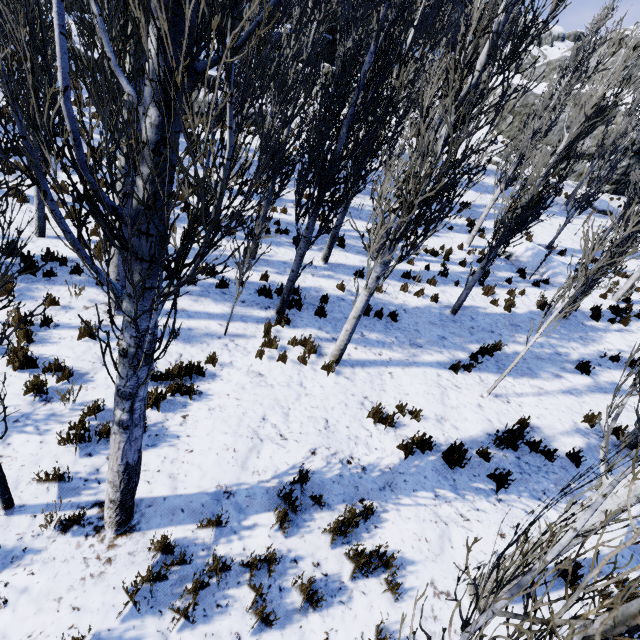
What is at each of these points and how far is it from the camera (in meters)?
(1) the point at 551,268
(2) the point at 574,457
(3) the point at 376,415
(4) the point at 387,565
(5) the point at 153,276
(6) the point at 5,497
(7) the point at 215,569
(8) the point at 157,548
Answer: (1) rock, 14.12
(2) instancedfoliageactor, 6.07
(3) instancedfoliageactor, 5.93
(4) instancedfoliageactor, 4.00
(5) instancedfoliageactor, 2.25
(6) instancedfoliageactor, 3.38
(7) instancedfoliageactor, 3.56
(8) instancedfoliageactor, 3.56

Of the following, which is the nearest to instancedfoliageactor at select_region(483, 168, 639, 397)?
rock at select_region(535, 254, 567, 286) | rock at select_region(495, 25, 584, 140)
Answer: rock at select_region(495, 25, 584, 140)

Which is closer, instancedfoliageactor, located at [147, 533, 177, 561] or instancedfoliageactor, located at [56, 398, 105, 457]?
instancedfoliageactor, located at [147, 533, 177, 561]

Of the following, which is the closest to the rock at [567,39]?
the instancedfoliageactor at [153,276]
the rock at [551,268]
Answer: the instancedfoliageactor at [153,276]

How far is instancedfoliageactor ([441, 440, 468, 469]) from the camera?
5.45m

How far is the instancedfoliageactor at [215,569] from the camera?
3.2m

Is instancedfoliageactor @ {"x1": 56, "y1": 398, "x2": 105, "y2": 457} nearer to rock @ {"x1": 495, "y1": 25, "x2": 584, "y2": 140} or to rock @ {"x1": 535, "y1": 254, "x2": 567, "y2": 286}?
rock @ {"x1": 495, "y1": 25, "x2": 584, "y2": 140}

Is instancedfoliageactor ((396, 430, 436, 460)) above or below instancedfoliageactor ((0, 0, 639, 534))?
below
